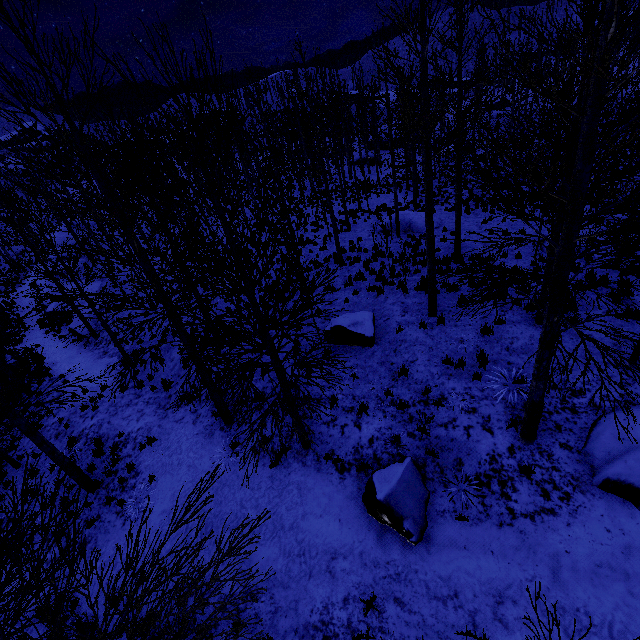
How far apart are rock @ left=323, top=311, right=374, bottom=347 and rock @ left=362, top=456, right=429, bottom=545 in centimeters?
364cm

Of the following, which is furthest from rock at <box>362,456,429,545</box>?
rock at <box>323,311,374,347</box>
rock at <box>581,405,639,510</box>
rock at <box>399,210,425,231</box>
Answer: rock at <box>399,210,425,231</box>

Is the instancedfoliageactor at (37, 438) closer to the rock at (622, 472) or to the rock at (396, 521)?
the rock at (396, 521)

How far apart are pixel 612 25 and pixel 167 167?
36.3 meters

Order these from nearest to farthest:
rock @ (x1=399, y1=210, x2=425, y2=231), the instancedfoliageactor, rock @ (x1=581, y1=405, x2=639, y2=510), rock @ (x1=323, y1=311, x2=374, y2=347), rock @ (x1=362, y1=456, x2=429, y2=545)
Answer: the instancedfoliageactor < rock @ (x1=581, y1=405, x2=639, y2=510) < rock @ (x1=362, y1=456, x2=429, y2=545) < rock @ (x1=323, y1=311, x2=374, y2=347) < rock @ (x1=399, y1=210, x2=425, y2=231)

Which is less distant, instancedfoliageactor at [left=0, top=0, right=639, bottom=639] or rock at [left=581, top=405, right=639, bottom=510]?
instancedfoliageactor at [left=0, top=0, right=639, bottom=639]

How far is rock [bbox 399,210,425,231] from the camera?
18.6 meters

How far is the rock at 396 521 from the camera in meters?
6.4
